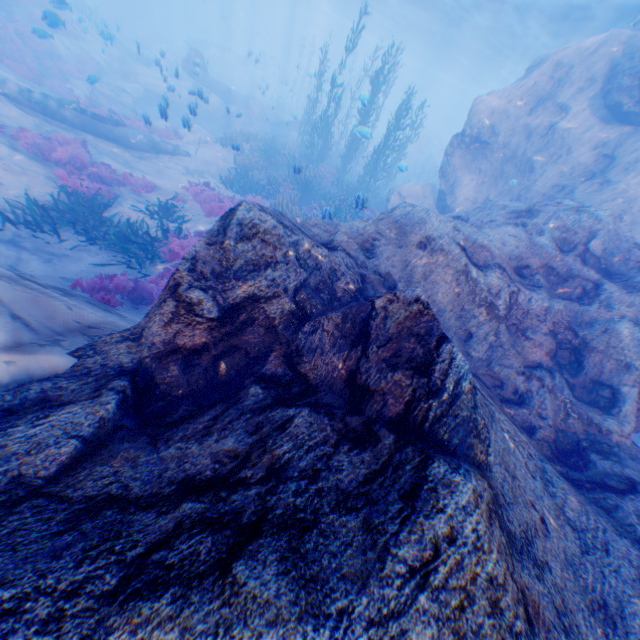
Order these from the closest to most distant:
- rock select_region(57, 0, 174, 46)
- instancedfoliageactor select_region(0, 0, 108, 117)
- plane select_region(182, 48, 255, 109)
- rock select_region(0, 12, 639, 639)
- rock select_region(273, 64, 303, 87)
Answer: rock select_region(0, 12, 639, 639), instancedfoliageactor select_region(0, 0, 108, 117), plane select_region(182, 48, 255, 109), rock select_region(57, 0, 174, 46), rock select_region(273, 64, 303, 87)

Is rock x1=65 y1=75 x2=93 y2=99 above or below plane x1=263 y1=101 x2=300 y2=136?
below

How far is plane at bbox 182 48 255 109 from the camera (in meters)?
23.30

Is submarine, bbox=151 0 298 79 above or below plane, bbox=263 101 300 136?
above

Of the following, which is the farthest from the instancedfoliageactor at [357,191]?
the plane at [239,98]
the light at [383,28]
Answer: the light at [383,28]

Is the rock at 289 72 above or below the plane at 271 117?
above

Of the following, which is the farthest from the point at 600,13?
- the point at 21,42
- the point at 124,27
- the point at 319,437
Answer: the point at 124,27
